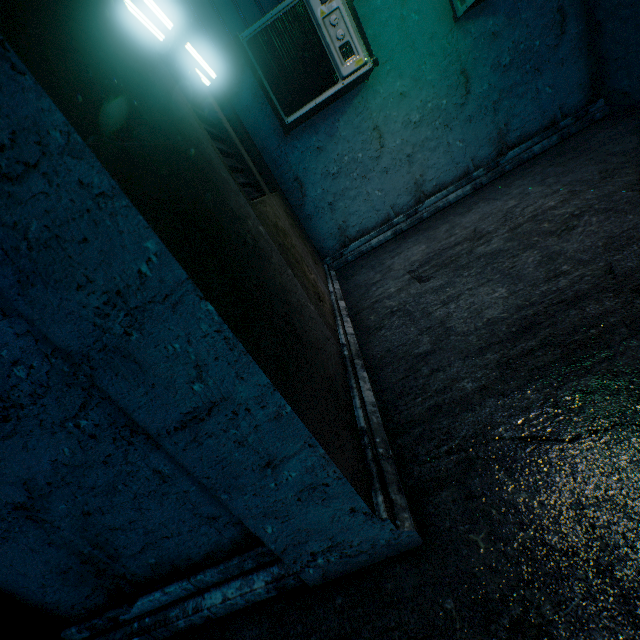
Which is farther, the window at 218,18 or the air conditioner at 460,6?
the window at 218,18

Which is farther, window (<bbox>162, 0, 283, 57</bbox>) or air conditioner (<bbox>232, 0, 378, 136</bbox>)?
window (<bbox>162, 0, 283, 57</bbox>)

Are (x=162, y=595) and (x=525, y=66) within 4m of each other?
no

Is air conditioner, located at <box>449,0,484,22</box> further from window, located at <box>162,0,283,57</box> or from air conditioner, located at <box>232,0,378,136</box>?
window, located at <box>162,0,283,57</box>

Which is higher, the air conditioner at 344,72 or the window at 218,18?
the window at 218,18

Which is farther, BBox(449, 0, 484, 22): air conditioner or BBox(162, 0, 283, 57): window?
BBox(162, 0, 283, 57): window

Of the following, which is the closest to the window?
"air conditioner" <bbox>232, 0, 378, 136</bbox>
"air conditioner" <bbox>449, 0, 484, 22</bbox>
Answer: "air conditioner" <bbox>232, 0, 378, 136</bbox>
